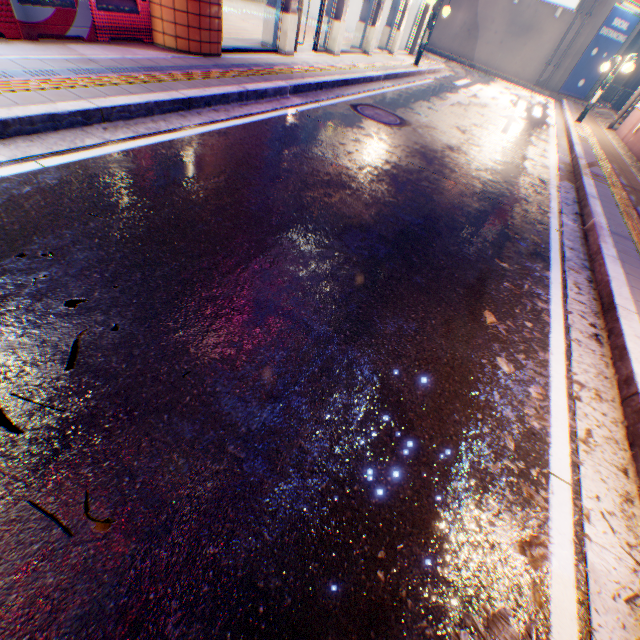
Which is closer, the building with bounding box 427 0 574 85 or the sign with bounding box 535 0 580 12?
the sign with bounding box 535 0 580 12

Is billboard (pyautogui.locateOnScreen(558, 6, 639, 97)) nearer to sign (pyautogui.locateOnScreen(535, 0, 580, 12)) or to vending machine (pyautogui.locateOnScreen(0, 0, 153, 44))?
sign (pyautogui.locateOnScreen(535, 0, 580, 12))

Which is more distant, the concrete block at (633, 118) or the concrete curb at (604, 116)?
the concrete block at (633, 118)

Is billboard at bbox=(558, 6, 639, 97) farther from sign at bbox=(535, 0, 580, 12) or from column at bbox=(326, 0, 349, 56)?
column at bbox=(326, 0, 349, 56)

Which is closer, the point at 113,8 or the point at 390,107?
the point at 113,8

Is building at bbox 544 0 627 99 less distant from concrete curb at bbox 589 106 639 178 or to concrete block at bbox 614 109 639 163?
concrete curb at bbox 589 106 639 178

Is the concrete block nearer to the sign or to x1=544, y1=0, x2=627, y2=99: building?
x1=544, y1=0, x2=627, y2=99: building

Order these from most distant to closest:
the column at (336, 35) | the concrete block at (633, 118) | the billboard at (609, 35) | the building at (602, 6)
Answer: the billboard at (609, 35)
the building at (602, 6)
the concrete block at (633, 118)
the column at (336, 35)
